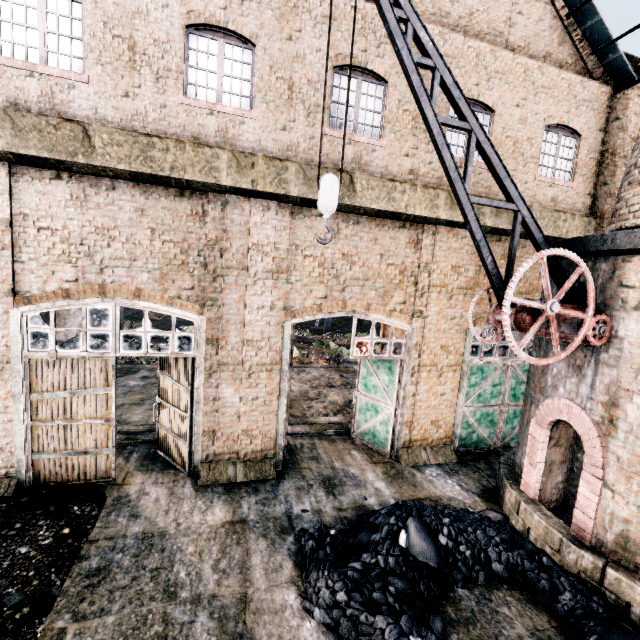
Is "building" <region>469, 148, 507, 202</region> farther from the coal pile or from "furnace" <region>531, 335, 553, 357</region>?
the coal pile

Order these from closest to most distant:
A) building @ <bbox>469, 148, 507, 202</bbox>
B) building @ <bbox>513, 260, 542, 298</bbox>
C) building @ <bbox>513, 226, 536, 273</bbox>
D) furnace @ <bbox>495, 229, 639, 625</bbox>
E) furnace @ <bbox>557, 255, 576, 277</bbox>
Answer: furnace @ <bbox>495, 229, 639, 625</bbox> < furnace @ <bbox>557, 255, 576, 277</bbox> < building @ <bbox>469, 148, 507, 202</bbox> < building @ <bbox>513, 226, 536, 273</bbox> < building @ <bbox>513, 260, 542, 298</bbox>

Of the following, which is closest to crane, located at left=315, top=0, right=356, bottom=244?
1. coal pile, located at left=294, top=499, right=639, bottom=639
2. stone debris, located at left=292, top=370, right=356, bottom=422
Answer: coal pile, located at left=294, top=499, right=639, bottom=639

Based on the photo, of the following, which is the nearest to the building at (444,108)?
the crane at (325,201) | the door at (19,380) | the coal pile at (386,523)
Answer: the door at (19,380)

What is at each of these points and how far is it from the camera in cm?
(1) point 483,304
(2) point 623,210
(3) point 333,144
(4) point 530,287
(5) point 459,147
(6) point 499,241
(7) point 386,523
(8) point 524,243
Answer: (1) building, 1148
(2) chimney, 741
(3) building, 906
(4) building, 1195
(5) building, 1030
(6) building, 1129
(7) coal pile, 689
(8) building, 1159

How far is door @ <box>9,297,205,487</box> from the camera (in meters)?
7.98

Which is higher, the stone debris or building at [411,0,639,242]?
building at [411,0,639,242]

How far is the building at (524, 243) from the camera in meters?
11.3
